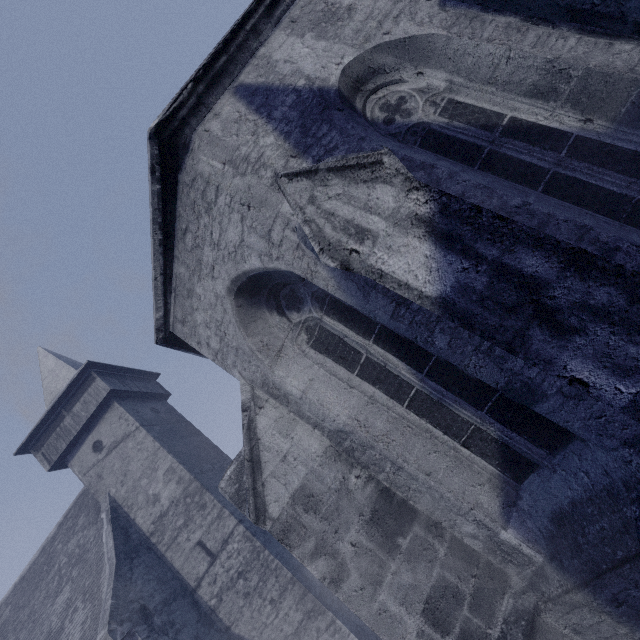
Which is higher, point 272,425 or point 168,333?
point 168,333
